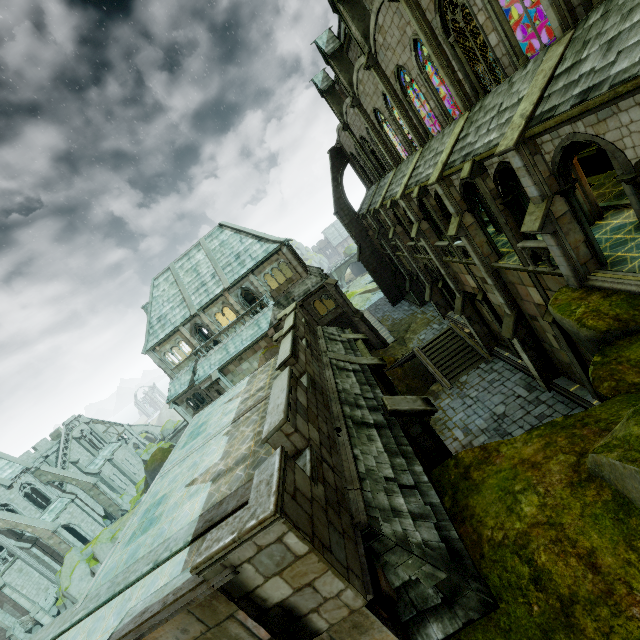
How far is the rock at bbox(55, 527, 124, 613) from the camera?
32.6 meters

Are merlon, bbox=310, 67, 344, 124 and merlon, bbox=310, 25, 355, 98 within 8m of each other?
yes

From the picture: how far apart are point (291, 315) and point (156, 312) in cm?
2560

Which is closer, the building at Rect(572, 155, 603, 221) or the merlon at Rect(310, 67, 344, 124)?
the building at Rect(572, 155, 603, 221)

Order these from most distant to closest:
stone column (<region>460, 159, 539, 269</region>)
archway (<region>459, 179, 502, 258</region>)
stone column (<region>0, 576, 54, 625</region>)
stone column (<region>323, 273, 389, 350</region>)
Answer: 1. stone column (<region>0, 576, 54, 625</region>)
2. stone column (<region>323, 273, 389, 350</region>)
3. archway (<region>459, 179, 502, 258</region>)
4. stone column (<region>460, 159, 539, 269</region>)

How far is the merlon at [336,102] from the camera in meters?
30.3 m

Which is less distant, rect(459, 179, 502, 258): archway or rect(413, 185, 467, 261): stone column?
rect(459, 179, 502, 258): archway

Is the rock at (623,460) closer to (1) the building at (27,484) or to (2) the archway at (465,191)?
(2) the archway at (465,191)
